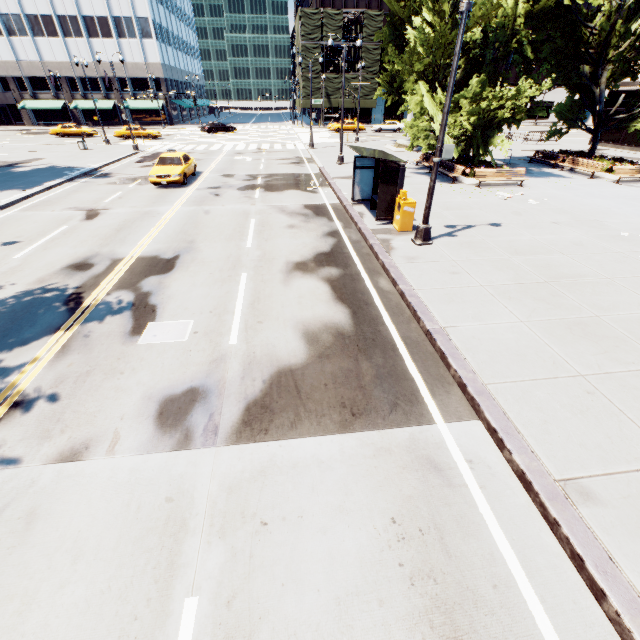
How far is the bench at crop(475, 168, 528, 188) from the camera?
17.8 meters

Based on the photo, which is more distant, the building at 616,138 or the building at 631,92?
the building at 616,138

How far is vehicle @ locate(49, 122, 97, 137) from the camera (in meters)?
41.20

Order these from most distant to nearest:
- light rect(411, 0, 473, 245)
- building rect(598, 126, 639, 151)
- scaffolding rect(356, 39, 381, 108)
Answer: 1. scaffolding rect(356, 39, 381, 108)
2. building rect(598, 126, 639, 151)
3. light rect(411, 0, 473, 245)

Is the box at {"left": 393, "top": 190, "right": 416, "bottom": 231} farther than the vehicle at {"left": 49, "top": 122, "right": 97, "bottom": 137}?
No

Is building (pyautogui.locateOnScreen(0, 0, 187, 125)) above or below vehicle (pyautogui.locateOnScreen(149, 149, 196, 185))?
above

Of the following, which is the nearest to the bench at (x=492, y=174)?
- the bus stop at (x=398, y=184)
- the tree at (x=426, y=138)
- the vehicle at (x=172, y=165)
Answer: the tree at (x=426, y=138)

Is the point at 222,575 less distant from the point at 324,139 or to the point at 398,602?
the point at 398,602
